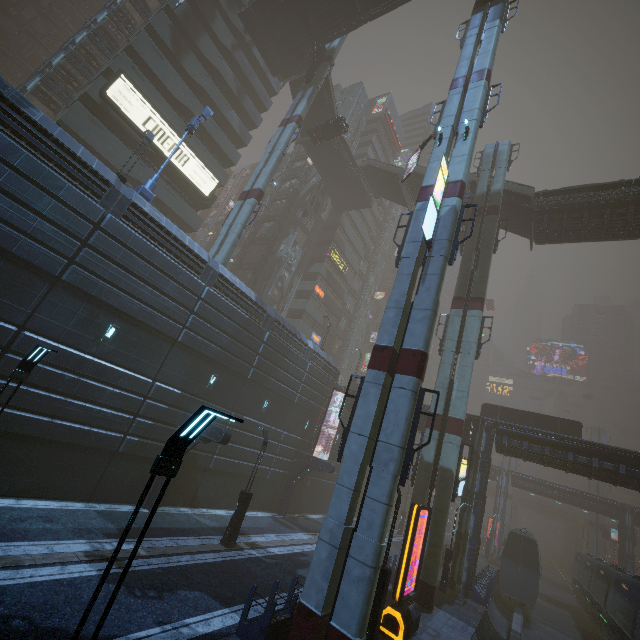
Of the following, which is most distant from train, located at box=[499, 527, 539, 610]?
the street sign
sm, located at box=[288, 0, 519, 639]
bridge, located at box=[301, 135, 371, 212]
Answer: bridge, located at box=[301, 135, 371, 212]

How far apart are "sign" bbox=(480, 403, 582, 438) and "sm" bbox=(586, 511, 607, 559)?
47.8m

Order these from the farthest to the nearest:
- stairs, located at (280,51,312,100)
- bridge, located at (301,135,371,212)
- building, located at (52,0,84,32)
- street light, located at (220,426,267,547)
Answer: building, located at (52,0,84,32), bridge, located at (301,135,371,212), stairs, located at (280,51,312,100), street light, located at (220,426,267,547)

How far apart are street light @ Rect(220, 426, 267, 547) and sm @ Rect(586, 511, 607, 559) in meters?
70.9 m

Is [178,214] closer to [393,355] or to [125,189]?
[125,189]

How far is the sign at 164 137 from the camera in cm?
2400

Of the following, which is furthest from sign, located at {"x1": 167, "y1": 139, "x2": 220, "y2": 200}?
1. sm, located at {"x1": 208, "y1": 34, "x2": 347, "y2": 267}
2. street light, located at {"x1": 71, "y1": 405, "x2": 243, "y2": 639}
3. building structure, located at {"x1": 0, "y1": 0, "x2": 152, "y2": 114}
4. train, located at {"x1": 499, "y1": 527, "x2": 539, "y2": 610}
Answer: train, located at {"x1": 499, "y1": 527, "x2": 539, "y2": 610}

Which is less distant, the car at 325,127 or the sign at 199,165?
the sign at 199,165
